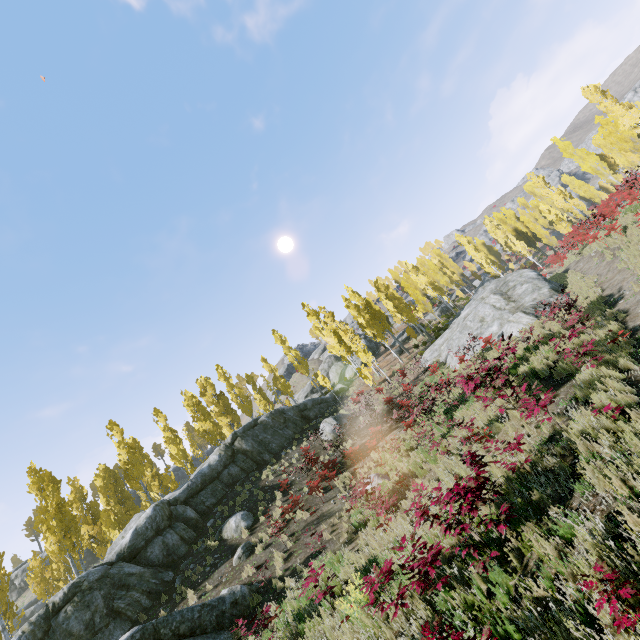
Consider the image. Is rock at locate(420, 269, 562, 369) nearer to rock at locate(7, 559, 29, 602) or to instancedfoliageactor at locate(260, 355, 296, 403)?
instancedfoliageactor at locate(260, 355, 296, 403)

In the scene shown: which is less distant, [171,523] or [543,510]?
[543,510]

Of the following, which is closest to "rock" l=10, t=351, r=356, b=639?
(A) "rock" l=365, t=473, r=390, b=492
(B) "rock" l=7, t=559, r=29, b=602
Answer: (A) "rock" l=365, t=473, r=390, b=492

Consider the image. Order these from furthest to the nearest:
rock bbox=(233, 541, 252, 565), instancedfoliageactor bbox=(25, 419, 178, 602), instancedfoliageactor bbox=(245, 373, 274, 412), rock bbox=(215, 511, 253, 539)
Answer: instancedfoliageactor bbox=(245, 373, 274, 412) < instancedfoliageactor bbox=(25, 419, 178, 602) < rock bbox=(215, 511, 253, 539) < rock bbox=(233, 541, 252, 565)

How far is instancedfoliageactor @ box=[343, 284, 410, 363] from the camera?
33.9m

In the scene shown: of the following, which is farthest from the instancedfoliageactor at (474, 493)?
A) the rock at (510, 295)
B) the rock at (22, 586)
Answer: the rock at (22, 586)

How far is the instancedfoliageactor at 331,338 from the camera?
25.05m
